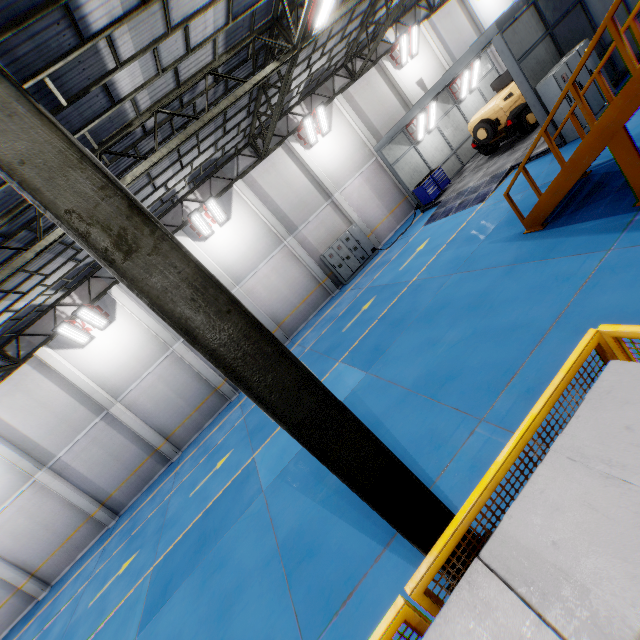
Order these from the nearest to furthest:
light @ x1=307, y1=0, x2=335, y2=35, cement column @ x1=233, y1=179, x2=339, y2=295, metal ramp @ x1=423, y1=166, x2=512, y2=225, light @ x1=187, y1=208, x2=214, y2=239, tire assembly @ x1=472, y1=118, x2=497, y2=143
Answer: light @ x1=307, y1=0, x2=335, y2=35
metal ramp @ x1=423, y1=166, x2=512, y2=225
tire assembly @ x1=472, y1=118, x2=497, y2=143
light @ x1=187, y1=208, x2=214, y2=239
cement column @ x1=233, y1=179, x2=339, y2=295

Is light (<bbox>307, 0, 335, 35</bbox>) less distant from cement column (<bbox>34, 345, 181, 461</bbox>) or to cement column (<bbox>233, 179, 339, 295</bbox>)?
cement column (<bbox>233, 179, 339, 295</bbox>)

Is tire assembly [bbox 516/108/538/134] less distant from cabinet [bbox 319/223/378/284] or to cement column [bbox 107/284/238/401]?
cabinet [bbox 319/223/378/284]

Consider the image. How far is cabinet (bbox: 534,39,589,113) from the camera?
10.0m

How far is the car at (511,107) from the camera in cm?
1394

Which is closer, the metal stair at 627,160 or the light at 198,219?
the metal stair at 627,160

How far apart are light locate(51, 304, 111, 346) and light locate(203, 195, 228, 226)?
6.6 meters

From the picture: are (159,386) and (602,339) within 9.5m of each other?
no
